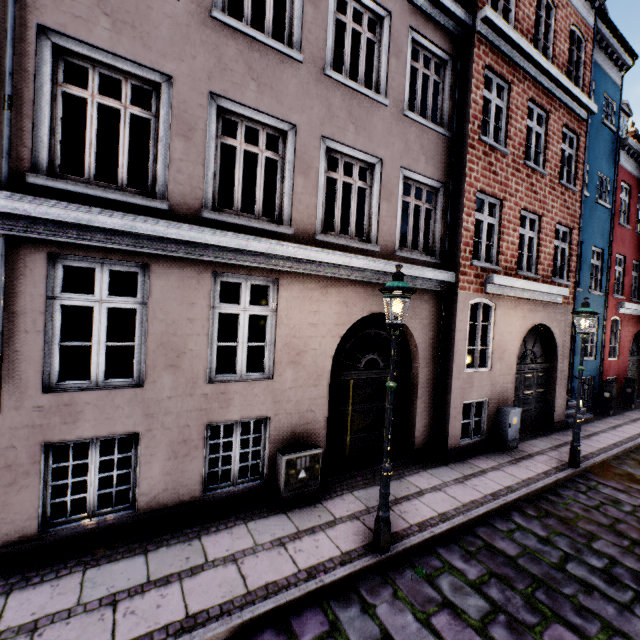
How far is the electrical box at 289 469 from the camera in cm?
546

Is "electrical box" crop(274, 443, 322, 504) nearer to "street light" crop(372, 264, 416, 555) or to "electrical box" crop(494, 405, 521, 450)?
"street light" crop(372, 264, 416, 555)

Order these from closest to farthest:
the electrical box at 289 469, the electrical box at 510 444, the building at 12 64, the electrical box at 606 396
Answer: the building at 12 64 < the electrical box at 289 469 < the electrical box at 510 444 < the electrical box at 606 396

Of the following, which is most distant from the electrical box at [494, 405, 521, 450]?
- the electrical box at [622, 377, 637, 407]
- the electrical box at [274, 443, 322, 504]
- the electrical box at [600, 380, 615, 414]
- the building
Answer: the electrical box at [622, 377, 637, 407]

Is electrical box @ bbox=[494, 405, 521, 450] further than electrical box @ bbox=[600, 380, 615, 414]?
No

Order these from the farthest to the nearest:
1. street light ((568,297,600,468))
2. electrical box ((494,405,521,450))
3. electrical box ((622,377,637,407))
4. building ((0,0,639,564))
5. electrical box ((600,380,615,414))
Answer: electrical box ((622,377,637,407)), electrical box ((600,380,615,414)), electrical box ((494,405,521,450)), street light ((568,297,600,468)), building ((0,0,639,564))

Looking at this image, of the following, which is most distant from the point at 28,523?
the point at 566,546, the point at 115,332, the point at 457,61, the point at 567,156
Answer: the point at 567,156

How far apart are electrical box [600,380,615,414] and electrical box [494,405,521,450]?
7.2m
